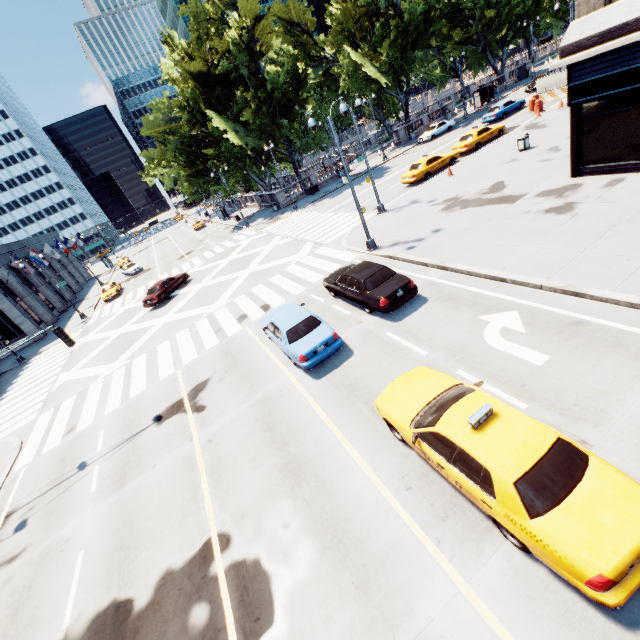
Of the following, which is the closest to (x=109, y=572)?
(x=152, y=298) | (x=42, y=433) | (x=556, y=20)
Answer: (x=42, y=433)

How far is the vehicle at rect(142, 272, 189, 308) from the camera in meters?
26.4 m

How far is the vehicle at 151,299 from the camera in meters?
26.4 m

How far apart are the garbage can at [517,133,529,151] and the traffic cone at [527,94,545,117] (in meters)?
11.98

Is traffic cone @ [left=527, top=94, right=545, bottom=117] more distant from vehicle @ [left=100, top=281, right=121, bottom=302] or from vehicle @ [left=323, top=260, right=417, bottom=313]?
vehicle @ [left=100, top=281, right=121, bottom=302]

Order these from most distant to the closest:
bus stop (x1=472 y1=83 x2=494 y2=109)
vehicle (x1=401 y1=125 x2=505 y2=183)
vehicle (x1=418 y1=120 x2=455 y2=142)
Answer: bus stop (x1=472 y1=83 x2=494 y2=109) < vehicle (x1=418 y1=120 x2=455 y2=142) < vehicle (x1=401 y1=125 x2=505 y2=183)

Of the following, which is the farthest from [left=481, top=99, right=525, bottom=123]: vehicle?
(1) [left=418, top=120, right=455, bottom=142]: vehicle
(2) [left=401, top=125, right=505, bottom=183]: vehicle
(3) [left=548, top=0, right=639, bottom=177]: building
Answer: (3) [left=548, top=0, right=639, bottom=177]: building

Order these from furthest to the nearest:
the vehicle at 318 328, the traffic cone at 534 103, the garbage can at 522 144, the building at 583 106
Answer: the traffic cone at 534 103, the garbage can at 522 144, the building at 583 106, the vehicle at 318 328
